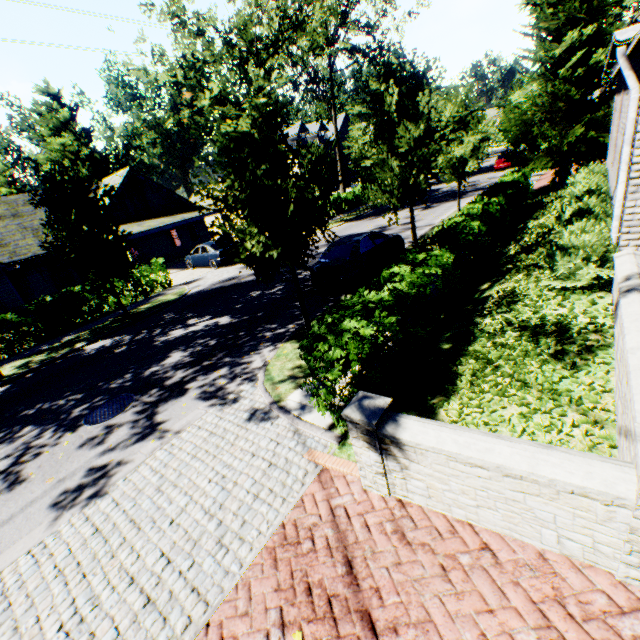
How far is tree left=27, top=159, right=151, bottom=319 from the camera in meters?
11.8 m

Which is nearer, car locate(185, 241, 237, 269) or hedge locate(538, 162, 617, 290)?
hedge locate(538, 162, 617, 290)

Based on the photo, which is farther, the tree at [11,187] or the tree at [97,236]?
the tree at [11,187]

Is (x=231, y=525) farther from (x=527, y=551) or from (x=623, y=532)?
(x=623, y=532)

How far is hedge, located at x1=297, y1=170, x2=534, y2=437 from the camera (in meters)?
4.90

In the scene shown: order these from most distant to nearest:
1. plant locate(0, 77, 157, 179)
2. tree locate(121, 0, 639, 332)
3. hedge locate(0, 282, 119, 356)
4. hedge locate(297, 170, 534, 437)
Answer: plant locate(0, 77, 157, 179) → hedge locate(0, 282, 119, 356) → tree locate(121, 0, 639, 332) → hedge locate(297, 170, 534, 437)

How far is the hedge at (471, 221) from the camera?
4.90m

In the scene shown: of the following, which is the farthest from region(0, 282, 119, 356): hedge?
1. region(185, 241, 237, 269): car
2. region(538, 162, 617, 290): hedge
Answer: region(538, 162, 617, 290): hedge
